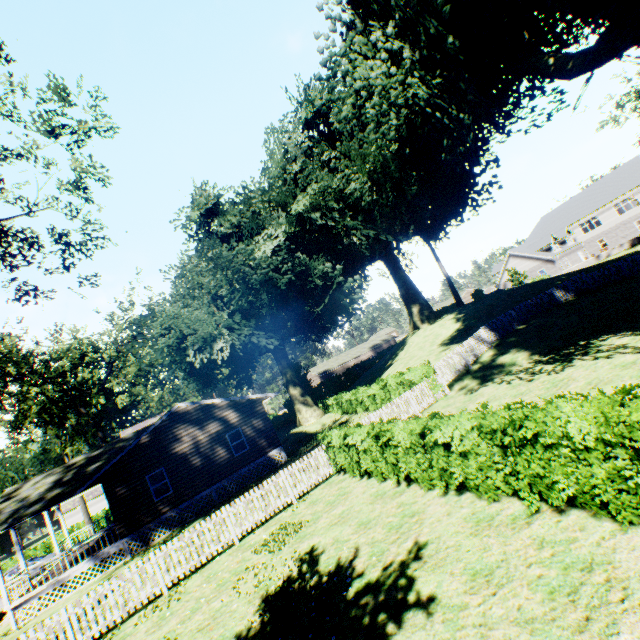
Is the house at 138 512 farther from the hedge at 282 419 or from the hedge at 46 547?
the hedge at 46 547

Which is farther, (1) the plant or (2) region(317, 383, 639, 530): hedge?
(1) the plant

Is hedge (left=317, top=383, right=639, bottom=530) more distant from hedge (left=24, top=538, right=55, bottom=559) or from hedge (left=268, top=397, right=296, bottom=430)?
hedge (left=24, top=538, right=55, bottom=559)

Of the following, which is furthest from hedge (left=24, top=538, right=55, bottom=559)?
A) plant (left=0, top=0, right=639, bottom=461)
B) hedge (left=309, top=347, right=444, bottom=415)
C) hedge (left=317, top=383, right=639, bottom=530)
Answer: hedge (left=317, top=383, right=639, bottom=530)

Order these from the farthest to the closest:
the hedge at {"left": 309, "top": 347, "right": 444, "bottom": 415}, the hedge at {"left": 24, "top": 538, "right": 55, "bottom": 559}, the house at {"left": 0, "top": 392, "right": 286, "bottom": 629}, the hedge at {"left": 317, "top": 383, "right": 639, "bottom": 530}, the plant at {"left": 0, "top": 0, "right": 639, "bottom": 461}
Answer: the hedge at {"left": 24, "top": 538, "right": 55, "bottom": 559} < the hedge at {"left": 309, "top": 347, "right": 444, "bottom": 415} < the house at {"left": 0, "top": 392, "right": 286, "bottom": 629} < the plant at {"left": 0, "top": 0, "right": 639, "bottom": 461} < the hedge at {"left": 317, "top": 383, "right": 639, "bottom": 530}

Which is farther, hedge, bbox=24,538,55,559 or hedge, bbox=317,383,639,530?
hedge, bbox=24,538,55,559

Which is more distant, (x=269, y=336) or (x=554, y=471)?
(x=269, y=336)
